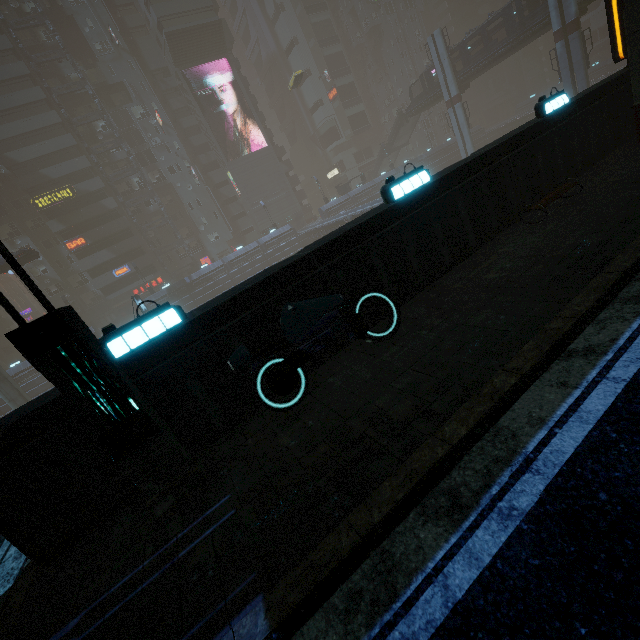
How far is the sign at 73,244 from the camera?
44.8m

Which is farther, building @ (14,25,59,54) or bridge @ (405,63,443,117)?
bridge @ (405,63,443,117)

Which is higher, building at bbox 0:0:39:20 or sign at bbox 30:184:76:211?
building at bbox 0:0:39:20

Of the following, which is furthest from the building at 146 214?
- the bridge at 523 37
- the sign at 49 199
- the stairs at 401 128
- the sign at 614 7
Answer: the bridge at 523 37

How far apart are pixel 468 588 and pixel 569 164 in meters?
11.3 m

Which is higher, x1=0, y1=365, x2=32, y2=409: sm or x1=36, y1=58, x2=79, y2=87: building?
x1=36, y1=58, x2=79, y2=87: building

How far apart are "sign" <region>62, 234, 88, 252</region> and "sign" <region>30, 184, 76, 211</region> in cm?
428

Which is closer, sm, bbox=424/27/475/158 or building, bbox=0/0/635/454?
building, bbox=0/0/635/454
